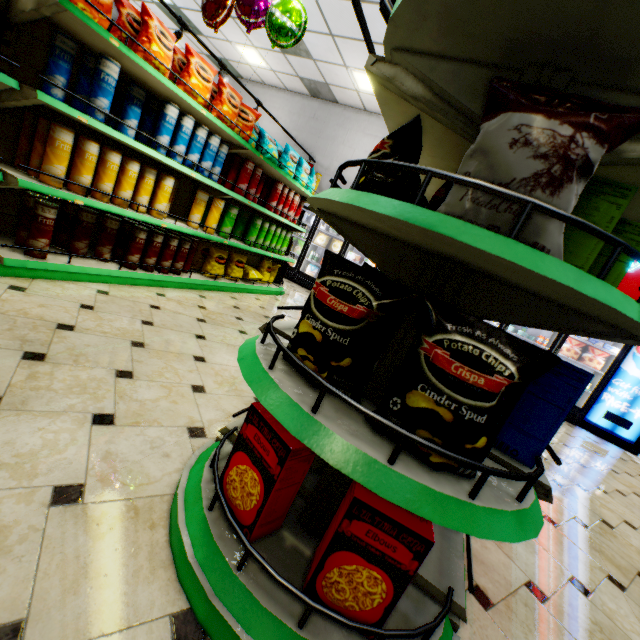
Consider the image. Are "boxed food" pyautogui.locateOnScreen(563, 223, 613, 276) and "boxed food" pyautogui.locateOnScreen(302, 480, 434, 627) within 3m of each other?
yes

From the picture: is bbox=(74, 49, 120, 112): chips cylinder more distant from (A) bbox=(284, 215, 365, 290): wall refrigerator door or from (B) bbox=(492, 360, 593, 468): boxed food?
(A) bbox=(284, 215, 365, 290): wall refrigerator door

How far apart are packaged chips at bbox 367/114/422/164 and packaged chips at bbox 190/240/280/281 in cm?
333

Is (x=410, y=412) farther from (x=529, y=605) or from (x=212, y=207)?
(x=212, y=207)

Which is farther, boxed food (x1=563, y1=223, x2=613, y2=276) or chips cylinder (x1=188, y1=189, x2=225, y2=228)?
chips cylinder (x1=188, y1=189, x2=225, y2=228)

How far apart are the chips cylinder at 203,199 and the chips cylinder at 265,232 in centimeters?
113cm

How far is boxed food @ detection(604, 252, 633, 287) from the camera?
1.27m

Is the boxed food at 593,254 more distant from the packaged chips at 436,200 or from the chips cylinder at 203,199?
the chips cylinder at 203,199
